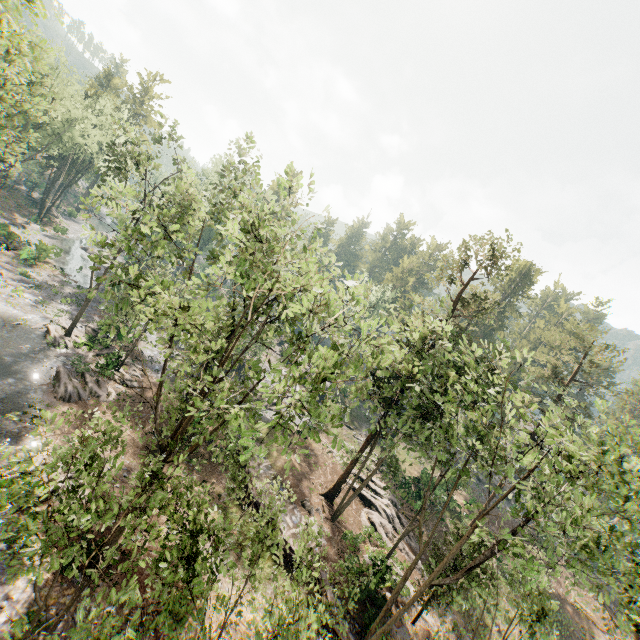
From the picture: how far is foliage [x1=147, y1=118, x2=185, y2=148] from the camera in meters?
31.0

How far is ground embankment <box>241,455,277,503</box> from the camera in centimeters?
2439cm

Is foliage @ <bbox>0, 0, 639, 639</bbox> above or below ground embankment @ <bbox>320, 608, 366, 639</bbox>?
above

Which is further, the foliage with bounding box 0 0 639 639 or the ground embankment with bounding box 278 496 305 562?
the ground embankment with bounding box 278 496 305 562

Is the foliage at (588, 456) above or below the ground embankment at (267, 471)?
above

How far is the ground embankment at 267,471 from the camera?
24.4m

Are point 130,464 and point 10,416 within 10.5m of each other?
yes
